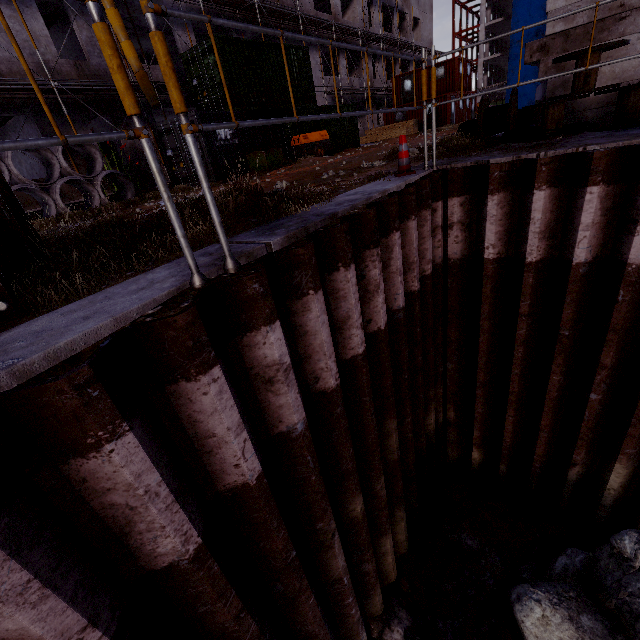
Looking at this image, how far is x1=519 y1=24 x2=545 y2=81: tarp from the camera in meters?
42.1

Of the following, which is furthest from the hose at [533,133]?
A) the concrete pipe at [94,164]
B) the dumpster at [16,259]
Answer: the concrete pipe at [94,164]

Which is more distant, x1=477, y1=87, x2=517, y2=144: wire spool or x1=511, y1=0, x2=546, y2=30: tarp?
x1=511, y1=0, x2=546, y2=30: tarp

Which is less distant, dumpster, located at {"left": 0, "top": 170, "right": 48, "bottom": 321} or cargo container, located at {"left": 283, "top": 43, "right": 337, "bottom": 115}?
dumpster, located at {"left": 0, "top": 170, "right": 48, "bottom": 321}

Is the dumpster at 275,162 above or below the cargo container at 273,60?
below

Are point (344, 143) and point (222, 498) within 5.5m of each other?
no

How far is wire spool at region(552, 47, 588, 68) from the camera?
4.5 meters

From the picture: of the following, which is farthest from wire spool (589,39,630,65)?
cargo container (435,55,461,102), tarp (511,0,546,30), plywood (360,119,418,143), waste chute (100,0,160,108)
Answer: tarp (511,0,546,30)
